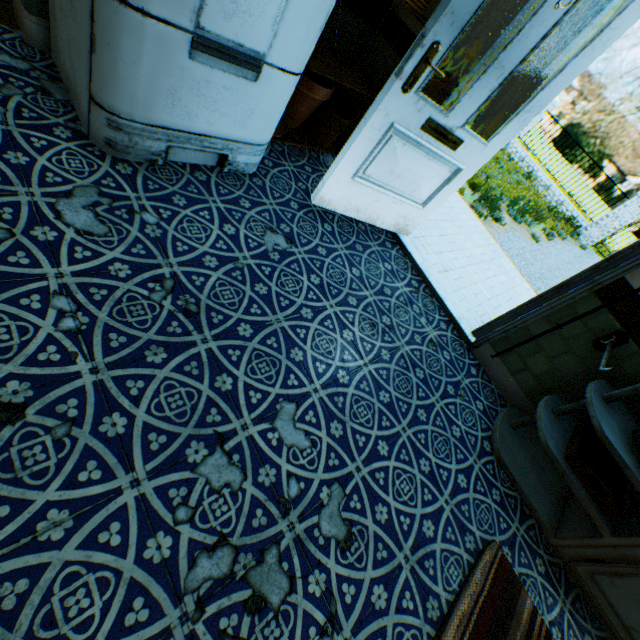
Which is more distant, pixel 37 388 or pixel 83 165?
pixel 83 165

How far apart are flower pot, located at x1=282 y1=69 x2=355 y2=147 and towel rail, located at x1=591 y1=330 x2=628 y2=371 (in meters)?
2.52

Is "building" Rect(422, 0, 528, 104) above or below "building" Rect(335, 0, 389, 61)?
above

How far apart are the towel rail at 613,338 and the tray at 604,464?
0.5m

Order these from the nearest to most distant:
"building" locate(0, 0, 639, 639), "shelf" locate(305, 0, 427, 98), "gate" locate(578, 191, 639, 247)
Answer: "building" locate(0, 0, 639, 639) < "shelf" locate(305, 0, 427, 98) < "gate" locate(578, 191, 639, 247)

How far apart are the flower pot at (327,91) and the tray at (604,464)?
2.89m

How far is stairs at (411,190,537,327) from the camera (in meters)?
3.29

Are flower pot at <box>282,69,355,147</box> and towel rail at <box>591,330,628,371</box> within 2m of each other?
no
